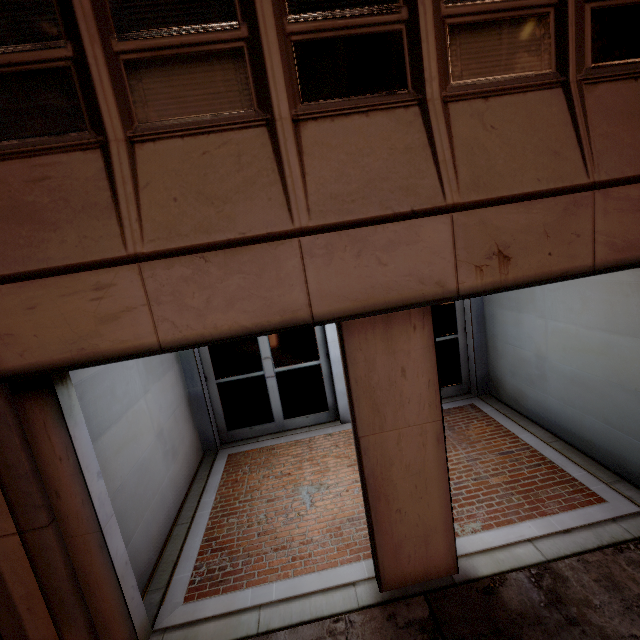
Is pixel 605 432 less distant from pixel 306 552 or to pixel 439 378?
pixel 439 378
